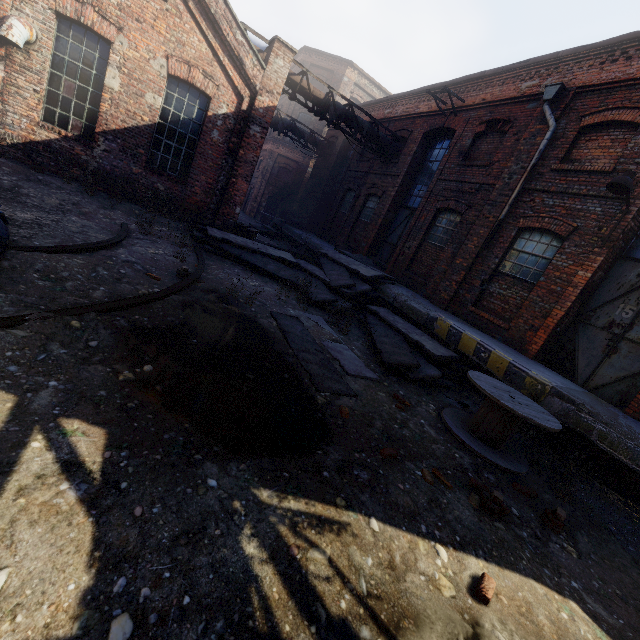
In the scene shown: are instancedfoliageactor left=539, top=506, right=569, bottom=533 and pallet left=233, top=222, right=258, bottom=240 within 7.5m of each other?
no

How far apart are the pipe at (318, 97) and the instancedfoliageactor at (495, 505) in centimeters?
1335cm

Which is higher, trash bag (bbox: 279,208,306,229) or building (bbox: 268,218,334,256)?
trash bag (bbox: 279,208,306,229)

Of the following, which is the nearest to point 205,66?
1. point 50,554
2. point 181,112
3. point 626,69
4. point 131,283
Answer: point 181,112

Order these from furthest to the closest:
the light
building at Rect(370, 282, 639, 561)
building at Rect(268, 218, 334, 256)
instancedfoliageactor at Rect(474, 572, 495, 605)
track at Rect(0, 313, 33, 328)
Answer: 1. building at Rect(268, 218, 334, 256)
2. the light
3. building at Rect(370, 282, 639, 561)
4. track at Rect(0, 313, 33, 328)
5. instancedfoliageactor at Rect(474, 572, 495, 605)

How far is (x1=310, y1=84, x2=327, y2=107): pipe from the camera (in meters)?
12.32

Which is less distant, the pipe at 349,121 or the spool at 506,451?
the spool at 506,451

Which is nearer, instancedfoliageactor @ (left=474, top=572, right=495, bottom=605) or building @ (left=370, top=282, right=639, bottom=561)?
instancedfoliageactor @ (left=474, top=572, right=495, bottom=605)
